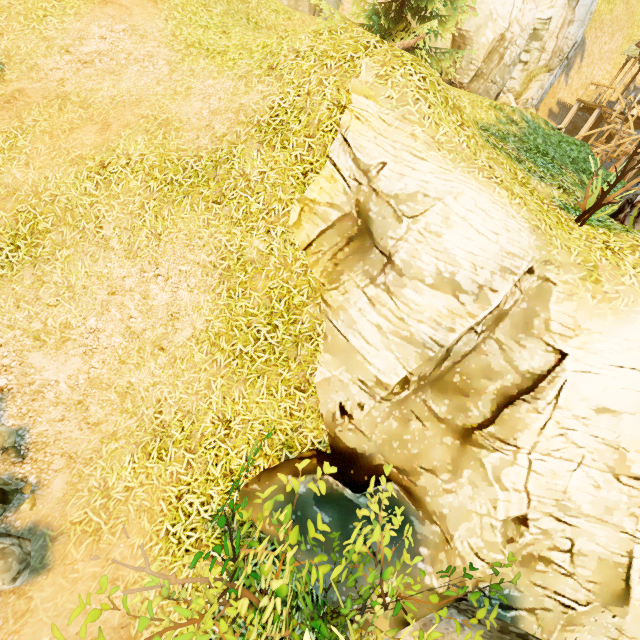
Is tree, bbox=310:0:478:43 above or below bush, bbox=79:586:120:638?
above

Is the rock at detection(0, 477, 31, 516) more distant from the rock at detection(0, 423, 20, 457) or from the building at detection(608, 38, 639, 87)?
the building at detection(608, 38, 639, 87)

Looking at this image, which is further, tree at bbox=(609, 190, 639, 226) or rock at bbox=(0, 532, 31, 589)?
tree at bbox=(609, 190, 639, 226)

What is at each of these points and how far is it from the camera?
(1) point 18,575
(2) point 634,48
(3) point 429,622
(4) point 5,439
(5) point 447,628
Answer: (1) rock, 3.70m
(2) building, 20.58m
(3) rock, 4.21m
(4) rock, 4.68m
(5) rock, 4.05m

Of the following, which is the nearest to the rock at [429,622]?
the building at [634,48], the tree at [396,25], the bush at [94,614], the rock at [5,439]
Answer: the bush at [94,614]

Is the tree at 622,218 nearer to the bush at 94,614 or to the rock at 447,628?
the rock at 447,628

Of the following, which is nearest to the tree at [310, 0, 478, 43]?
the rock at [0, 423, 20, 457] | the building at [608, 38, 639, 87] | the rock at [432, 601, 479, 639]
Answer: the building at [608, 38, 639, 87]

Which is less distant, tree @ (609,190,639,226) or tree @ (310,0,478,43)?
tree @ (609,190,639,226)
